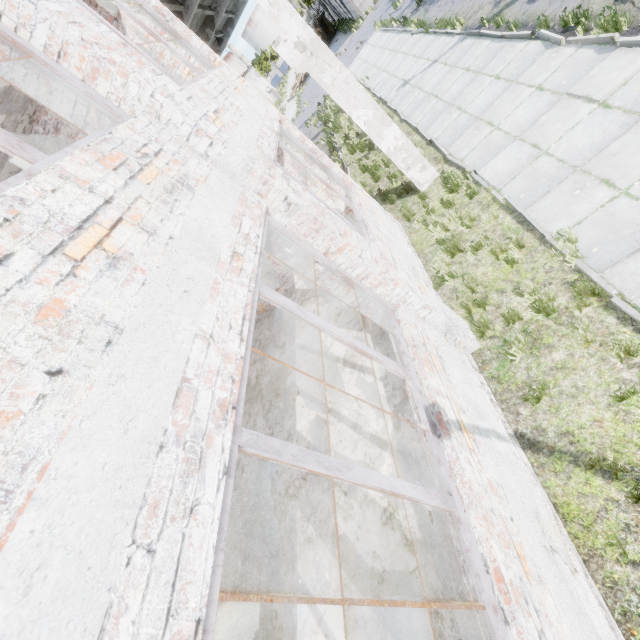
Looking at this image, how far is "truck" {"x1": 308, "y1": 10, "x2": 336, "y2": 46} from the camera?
40.52m

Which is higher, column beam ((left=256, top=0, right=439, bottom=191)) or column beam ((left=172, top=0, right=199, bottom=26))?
column beam ((left=172, top=0, right=199, bottom=26))

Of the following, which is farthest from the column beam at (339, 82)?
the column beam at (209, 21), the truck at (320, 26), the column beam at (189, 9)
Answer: the truck at (320, 26)

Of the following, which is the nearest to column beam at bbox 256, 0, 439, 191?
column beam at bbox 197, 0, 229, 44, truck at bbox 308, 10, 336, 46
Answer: column beam at bbox 197, 0, 229, 44

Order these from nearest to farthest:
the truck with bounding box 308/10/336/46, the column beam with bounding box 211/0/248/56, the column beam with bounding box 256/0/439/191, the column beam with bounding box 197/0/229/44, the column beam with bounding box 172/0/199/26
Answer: the column beam with bounding box 256/0/439/191, the column beam with bounding box 172/0/199/26, the column beam with bounding box 197/0/229/44, the column beam with bounding box 211/0/248/56, the truck with bounding box 308/10/336/46

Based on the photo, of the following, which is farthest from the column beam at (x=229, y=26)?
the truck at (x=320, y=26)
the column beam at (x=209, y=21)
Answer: the truck at (x=320, y=26)

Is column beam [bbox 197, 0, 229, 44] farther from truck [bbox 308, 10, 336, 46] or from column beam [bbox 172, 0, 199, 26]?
truck [bbox 308, 10, 336, 46]

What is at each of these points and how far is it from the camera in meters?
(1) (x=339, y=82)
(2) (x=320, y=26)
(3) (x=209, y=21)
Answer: (1) column beam, 7.1
(2) truck, 41.4
(3) column beam, 15.7
